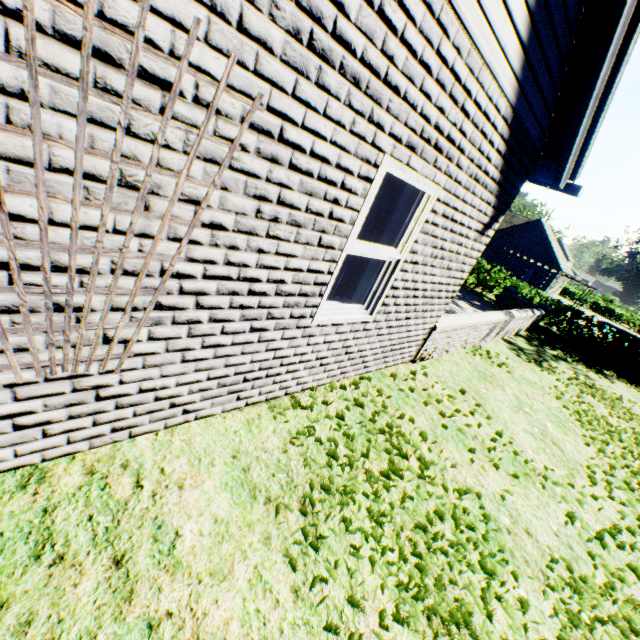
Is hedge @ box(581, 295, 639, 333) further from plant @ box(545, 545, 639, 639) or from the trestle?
the trestle

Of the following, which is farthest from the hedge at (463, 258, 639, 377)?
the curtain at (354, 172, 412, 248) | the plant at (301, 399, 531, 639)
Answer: the curtain at (354, 172, 412, 248)

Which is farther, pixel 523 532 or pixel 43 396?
pixel 523 532

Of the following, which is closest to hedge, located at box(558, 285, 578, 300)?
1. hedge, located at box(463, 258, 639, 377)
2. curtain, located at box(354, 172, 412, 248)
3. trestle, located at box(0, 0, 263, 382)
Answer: hedge, located at box(463, 258, 639, 377)

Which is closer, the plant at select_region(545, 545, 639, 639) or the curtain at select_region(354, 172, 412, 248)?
the plant at select_region(545, 545, 639, 639)

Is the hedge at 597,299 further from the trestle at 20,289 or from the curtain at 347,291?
the trestle at 20,289

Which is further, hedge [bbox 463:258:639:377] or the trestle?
hedge [bbox 463:258:639:377]

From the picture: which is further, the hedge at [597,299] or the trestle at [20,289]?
the hedge at [597,299]
